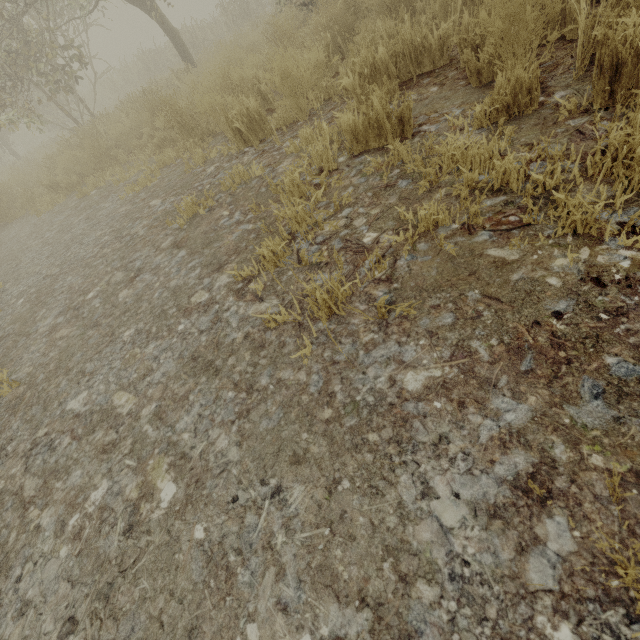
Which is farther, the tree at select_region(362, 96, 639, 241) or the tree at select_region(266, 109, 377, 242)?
the tree at select_region(266, 109, 377, 242)

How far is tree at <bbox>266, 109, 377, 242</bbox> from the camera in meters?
2.1 m

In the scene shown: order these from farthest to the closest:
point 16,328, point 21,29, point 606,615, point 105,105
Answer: point 105,105 < point 21,29 < point 16,328 < point 606,615

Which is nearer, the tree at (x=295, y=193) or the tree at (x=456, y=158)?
the tree at (x=456, y=158)

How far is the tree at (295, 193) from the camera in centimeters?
208cm
